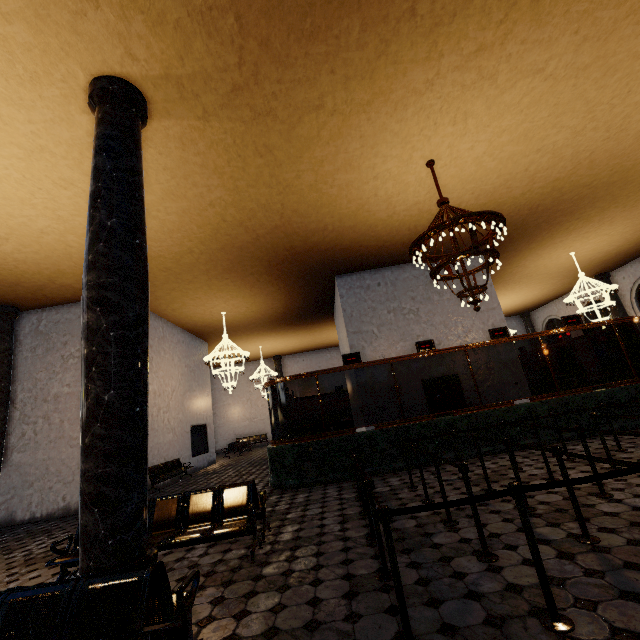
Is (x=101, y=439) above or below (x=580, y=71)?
below
